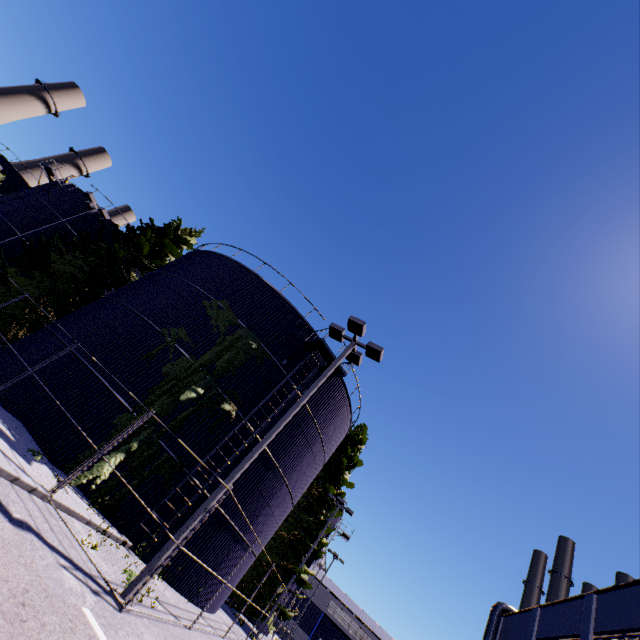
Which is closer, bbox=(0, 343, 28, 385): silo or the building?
bbox=(0, 343, 28, 385): silo

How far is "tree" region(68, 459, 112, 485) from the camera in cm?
1001

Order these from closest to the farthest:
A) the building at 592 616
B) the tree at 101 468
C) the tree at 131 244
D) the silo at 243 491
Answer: the tree at 101 468 < the silo at 243 491 < the building at 592 616 < the tree at 131 244

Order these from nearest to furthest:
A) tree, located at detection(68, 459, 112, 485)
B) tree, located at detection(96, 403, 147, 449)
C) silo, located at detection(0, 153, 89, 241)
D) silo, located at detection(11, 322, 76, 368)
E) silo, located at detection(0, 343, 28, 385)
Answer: tree, located at detection(68, 459, 112, 485)
tree, located at detection(96, 403, 147, 449)
silo, located at detection(0, 343, 28, 385)
silo, located at detection(11, 322, 76, 368)
silo, located at detection(0, 153, 89, 241)

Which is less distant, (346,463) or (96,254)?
(96,254)

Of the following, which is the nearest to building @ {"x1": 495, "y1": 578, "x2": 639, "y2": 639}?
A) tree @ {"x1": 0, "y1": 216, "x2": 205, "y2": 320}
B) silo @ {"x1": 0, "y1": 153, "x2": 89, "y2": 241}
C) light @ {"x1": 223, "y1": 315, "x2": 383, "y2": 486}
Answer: tree @ {"x1": 0, "y1": 216, "x2": 205, "y2": 320}

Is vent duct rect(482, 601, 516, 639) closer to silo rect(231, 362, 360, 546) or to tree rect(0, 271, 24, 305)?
silo rect(231, 362, 360, 546)

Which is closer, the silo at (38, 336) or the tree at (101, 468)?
the tree at (101, 468)
